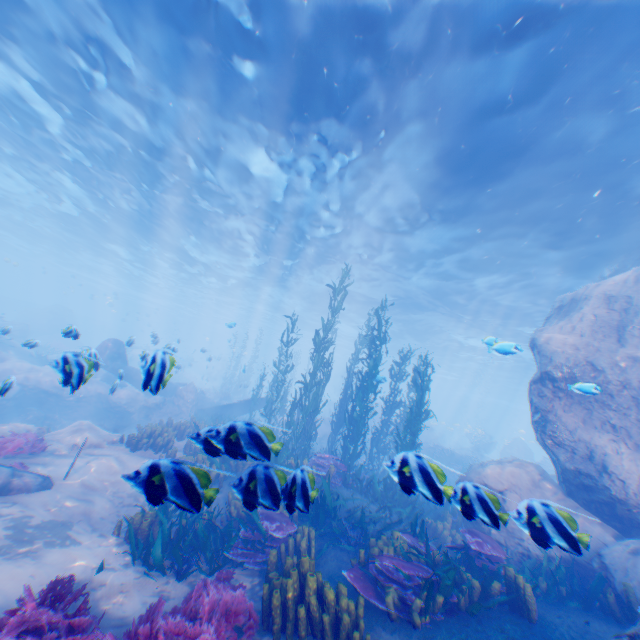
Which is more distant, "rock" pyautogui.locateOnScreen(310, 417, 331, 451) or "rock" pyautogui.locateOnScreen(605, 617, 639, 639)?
"rock" pyautogui.locateOnScreen(310, 417, 331, 451)

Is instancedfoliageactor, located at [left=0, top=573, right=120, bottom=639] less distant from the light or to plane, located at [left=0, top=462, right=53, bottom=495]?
plane, located at [left=0, top=462, right=53, bottom=495]

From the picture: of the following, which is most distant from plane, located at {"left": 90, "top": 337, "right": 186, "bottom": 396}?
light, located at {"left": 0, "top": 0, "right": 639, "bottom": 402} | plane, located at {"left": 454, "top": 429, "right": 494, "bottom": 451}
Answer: plane, located at {"left": 454, "top": 429, "right": 494, "bottom": 451}

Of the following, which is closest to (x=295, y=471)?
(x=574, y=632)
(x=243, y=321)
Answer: (x=574, y=632)

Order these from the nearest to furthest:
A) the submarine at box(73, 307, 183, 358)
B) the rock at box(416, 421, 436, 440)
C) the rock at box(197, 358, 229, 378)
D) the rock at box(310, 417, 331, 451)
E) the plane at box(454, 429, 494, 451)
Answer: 1. the submarine at box(73, 307, 183, 358)
2. the rock at box(310, 417, 331, 451)
3. the plane at box(454, 429, 494, 451)
4. the rock at box(416, 421, 436, 440)
5. the rock at box(197, 358, 229, 378)

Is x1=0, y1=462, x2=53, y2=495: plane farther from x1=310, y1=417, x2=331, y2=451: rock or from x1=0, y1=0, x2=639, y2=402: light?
x1=0, y1=0, x2=639, y2=402: light

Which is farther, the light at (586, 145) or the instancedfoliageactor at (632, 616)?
the light at (586, 145)

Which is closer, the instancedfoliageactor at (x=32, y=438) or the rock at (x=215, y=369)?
the instancedfoliageactor at (x=32, y=438)
